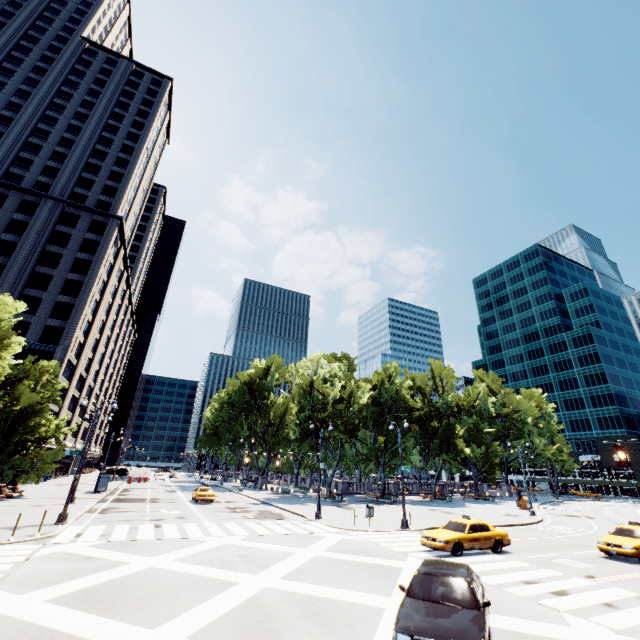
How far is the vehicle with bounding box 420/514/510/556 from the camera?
16.19m

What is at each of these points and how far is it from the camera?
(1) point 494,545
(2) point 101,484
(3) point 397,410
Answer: (1) vehicle, 17.2 meters
(2) bus stop, 37.2 meters
(3) tree, 50.5 meters

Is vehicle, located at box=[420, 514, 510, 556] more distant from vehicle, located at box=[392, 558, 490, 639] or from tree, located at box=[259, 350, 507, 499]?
tree, located at box=[259, 350, 507, 499]

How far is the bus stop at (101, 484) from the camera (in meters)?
36.88

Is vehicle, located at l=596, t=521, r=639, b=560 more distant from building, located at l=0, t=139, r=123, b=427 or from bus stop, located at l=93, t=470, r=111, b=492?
building, located at l=0, t=139, r=123, b=427

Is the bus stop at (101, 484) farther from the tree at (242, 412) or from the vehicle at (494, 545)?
the vehicle at (494, 545)

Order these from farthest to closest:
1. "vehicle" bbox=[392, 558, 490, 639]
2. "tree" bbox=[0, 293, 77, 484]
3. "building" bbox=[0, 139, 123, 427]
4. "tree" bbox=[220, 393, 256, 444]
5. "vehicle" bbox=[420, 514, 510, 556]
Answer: "tree" bbox=[220, 393, 256, 444] → "building" bbox=[0, 139, 123, 427] → "tree" bbox=[0, 293, 77, 484] → "vehicle" bbox=[420, 514, 510, 556] → "vehicle" bbox=[392, 558, 490, 639]
